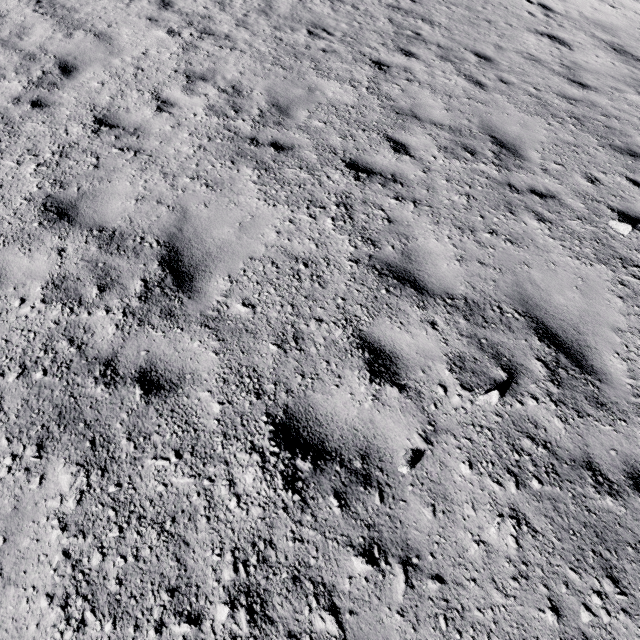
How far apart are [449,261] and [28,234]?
4.9 meters
